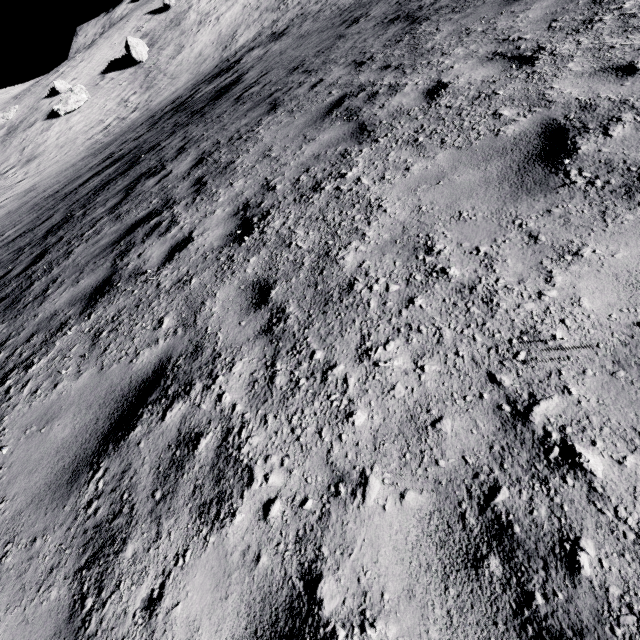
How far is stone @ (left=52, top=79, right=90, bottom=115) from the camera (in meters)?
31.64

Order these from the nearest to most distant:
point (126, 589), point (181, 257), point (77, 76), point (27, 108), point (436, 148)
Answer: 1. point (126, 589)
2. point (436, 148)
3. point (181, 257)
4. point (27, 108)
5. point (77, 76)

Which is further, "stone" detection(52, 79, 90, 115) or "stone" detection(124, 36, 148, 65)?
"stone" detection(124, 36, 148, 65)

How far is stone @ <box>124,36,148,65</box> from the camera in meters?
33.2 m

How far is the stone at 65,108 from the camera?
31.6 meters

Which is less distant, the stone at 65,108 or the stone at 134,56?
the stone at 65,108
